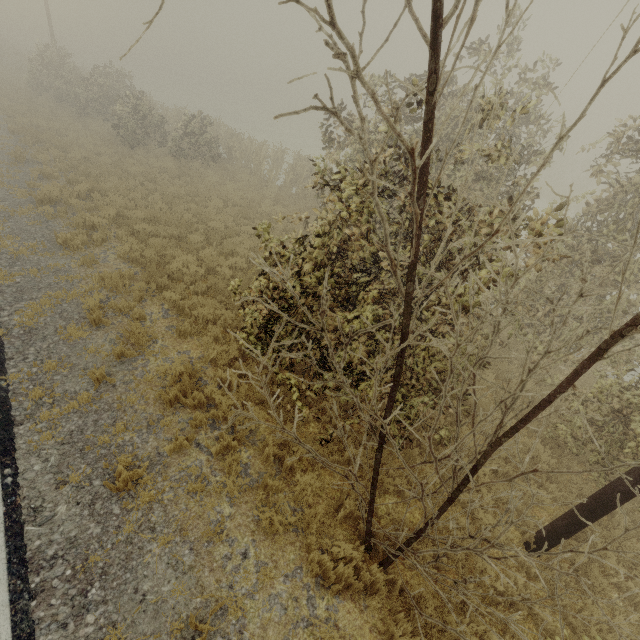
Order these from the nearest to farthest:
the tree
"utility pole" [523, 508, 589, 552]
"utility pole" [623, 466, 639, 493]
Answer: the tree < "utility pole" [623, 466, 639, 493] < "utility pole" [523, 508, 589, 552]

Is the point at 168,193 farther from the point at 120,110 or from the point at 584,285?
the point at 584,285

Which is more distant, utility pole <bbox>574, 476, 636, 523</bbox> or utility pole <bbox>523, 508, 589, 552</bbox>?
utility pole <bbox>523, 508, 589, 552</bbox>

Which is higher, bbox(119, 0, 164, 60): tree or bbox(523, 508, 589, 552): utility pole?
bbox(119, 0, 164, 60): tree

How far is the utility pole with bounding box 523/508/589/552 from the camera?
5.0m

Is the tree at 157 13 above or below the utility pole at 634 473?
above

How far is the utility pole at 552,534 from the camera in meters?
5.0 m
